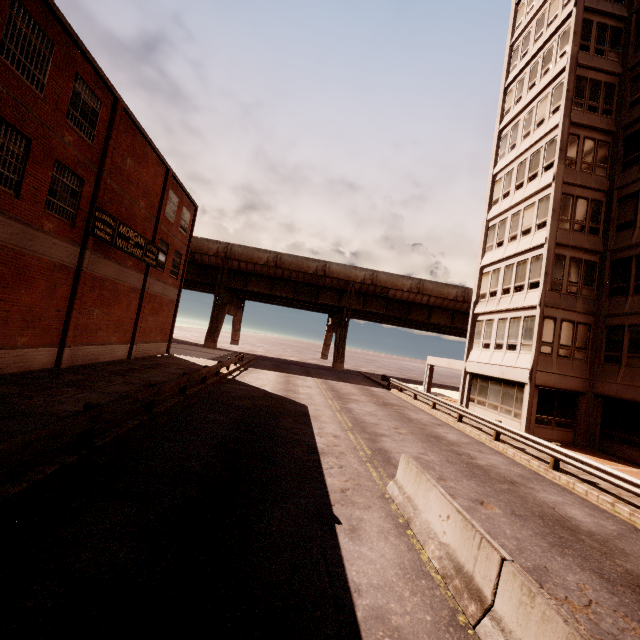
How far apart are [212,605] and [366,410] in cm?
1543

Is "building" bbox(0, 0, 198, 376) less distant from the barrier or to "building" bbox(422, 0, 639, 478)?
the barrier

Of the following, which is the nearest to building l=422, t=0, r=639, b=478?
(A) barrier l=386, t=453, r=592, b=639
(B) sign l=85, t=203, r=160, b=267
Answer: (A) barrier l=386, t=453, r=592, b=639

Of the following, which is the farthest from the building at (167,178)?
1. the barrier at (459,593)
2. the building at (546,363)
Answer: the building at (546,363)

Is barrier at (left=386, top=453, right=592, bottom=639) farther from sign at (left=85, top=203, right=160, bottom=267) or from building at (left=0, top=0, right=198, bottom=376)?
sign at (left=85, top=203, right=160, bottom=267)

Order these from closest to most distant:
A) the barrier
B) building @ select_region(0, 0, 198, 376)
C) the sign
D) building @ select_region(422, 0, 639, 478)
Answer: the barrier < building @ select_region(0, 0, 198, 376) < the sign < building @ select_region(422, 0, 639, 478)

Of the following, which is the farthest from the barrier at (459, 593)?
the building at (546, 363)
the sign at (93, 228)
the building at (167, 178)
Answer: the sign at (93, 228)
